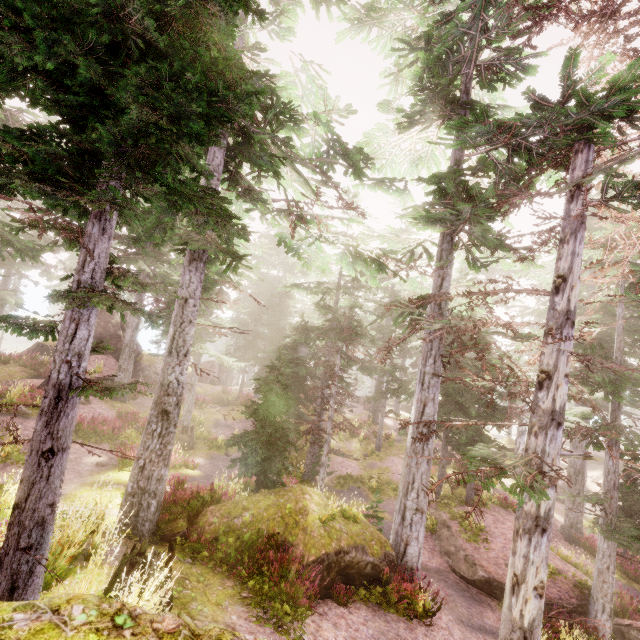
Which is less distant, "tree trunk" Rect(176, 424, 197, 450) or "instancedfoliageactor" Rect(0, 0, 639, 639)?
"instancedfoliageactor" Rect(0, 0, 639, 639)

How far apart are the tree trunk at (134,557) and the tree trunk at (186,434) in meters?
13.6

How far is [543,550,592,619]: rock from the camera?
11.76m

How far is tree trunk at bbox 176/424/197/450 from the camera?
19.4 meters

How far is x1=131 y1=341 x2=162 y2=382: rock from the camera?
29.1m

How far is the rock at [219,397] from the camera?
30.3 meters

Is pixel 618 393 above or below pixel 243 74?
below

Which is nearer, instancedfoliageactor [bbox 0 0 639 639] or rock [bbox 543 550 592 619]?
instancedfoliageactor [bbox 0 0 639 639]
